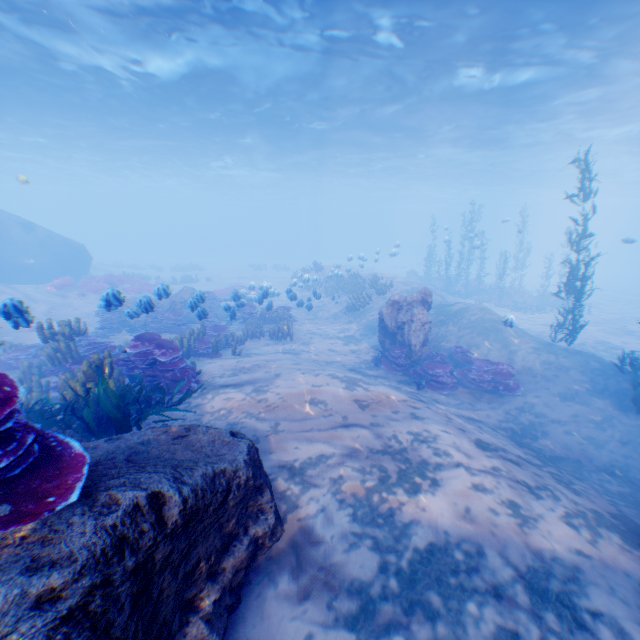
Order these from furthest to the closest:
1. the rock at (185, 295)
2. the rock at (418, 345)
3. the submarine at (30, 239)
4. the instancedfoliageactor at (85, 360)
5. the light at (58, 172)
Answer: the submarine at (30, 239) → the light at (58, 172) → the rock at (418, 345) → the rock at (185, 295) → the instancedfoliageactor at (85, 360)

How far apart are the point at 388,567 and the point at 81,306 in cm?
2101

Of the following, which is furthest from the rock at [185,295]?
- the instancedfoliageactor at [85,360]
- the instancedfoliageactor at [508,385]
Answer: the instancedfoliageactor at [508,385]

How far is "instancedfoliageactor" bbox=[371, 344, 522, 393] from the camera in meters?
9.7 m

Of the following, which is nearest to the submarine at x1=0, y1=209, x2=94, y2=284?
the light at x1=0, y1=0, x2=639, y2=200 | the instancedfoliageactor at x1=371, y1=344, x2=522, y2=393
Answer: the light at x1=0, y1=0, x2=639, y2=200

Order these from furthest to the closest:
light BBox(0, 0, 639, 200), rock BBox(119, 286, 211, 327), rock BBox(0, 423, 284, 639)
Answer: light BBox(0, 0, 639, 200) → rock BBox(119, 286, 211, 327) → rock BBox(0, 423, 284, 639)

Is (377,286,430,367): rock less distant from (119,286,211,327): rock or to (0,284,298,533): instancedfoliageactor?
(0,284,298,533): instancedfoliageactor

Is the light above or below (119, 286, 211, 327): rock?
above
